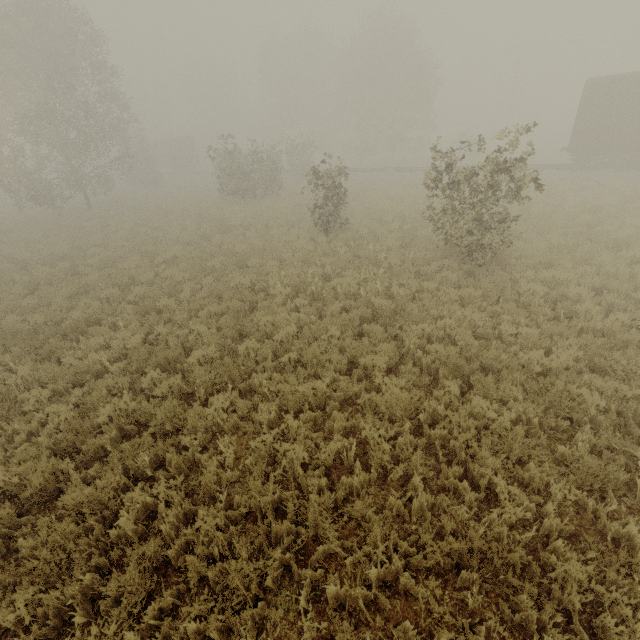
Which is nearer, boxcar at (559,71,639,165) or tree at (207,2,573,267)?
tree at (207,2,573,267)

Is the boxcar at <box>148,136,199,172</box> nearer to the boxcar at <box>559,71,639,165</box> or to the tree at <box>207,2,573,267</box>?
the tree at <box>207,2,573,267</box>

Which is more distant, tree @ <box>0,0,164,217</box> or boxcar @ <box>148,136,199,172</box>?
boxcar @ <box>148,136,199,172</box>

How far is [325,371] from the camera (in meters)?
6.78

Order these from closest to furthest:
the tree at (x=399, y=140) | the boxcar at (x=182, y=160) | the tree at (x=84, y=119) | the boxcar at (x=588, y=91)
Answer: the tree at (x=399, y=140) < the boxcar at (x=588, y=91) < the tree at (x=84, y=119) < the boxcar at (x=182, y=160)

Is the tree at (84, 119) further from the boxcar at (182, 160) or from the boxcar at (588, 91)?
the boxcar at (588, 91)

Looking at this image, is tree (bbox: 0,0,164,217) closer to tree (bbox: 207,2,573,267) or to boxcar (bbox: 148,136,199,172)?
tree (bbox: 207,2,573,267)

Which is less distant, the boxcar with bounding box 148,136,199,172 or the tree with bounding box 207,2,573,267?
the tree with bounding box 207,2,573,267
